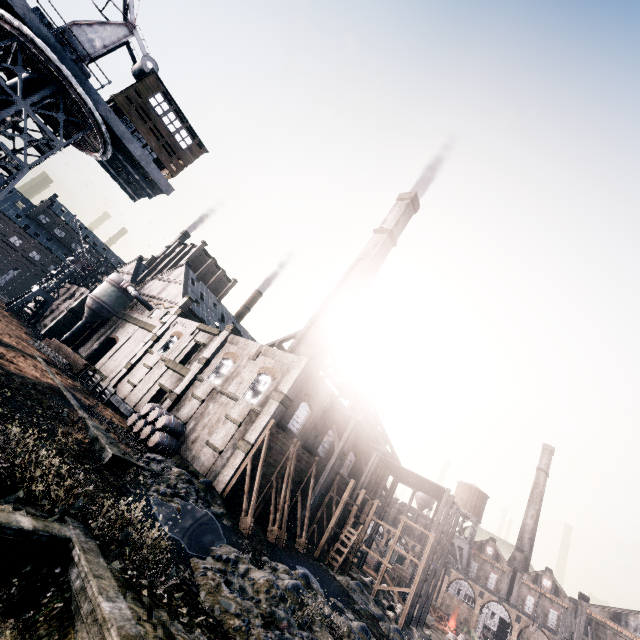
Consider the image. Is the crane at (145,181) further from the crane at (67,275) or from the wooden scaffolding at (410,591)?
the crane at (67,275)

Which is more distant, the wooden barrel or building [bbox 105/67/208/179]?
the wooden barrel

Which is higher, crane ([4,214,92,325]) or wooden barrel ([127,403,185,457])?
crane ([4,214,92,325])

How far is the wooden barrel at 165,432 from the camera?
25.9m

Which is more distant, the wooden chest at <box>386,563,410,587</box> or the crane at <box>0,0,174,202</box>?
the wooden chest at <box>386,563,410,587</box>

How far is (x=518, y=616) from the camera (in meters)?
56.03

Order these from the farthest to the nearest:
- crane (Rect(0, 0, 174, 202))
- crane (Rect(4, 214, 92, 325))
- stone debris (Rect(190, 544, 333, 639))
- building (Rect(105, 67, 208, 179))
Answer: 1. crane (Rect(4, 214, 92, 325))
2. building (Rect(105, 67, 208, 179))
3. crane (Rect(0, 0, 174, 202))
4. stone debris (Rect(190, 544, 333, 639))

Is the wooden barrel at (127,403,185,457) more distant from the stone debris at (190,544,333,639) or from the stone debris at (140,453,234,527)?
the stone debris at (190,544,333,639)
